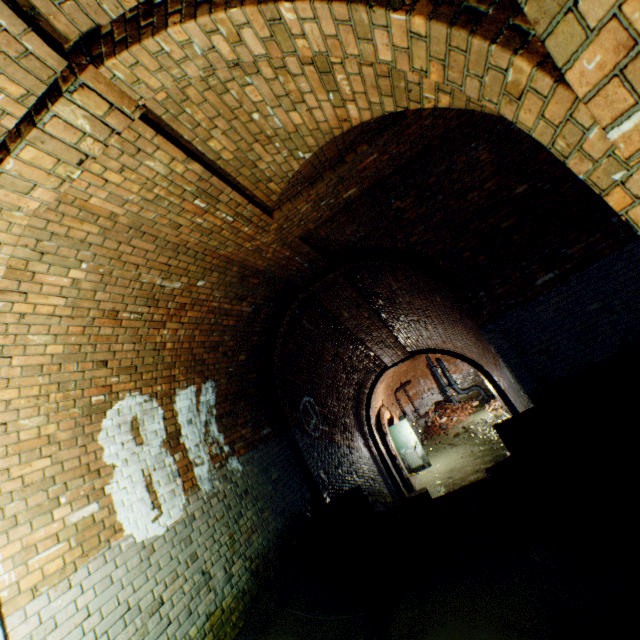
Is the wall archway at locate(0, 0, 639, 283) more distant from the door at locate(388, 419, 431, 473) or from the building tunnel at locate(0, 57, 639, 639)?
the door at locate(388, 419, 431, 473)

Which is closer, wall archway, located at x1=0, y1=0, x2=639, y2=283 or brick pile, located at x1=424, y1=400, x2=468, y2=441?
wall archway, located at x1=0, y1=0, x2=639, y2=283

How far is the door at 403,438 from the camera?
13.4 meters

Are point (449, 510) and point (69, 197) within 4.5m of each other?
no

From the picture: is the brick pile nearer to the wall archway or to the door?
the door

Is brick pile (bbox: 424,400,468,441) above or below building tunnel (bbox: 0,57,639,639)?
below

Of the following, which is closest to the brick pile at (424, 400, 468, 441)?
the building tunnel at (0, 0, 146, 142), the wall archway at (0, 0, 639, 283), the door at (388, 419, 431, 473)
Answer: the building tunnel at (0, 0, 146, 142)

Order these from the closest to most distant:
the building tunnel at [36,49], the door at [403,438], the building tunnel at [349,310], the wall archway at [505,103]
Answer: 1. the wall archway at [505,103]
2. the building tunnel at [36,49]
3. the building tunnel at [349,310]
4. the door at [403,438]
